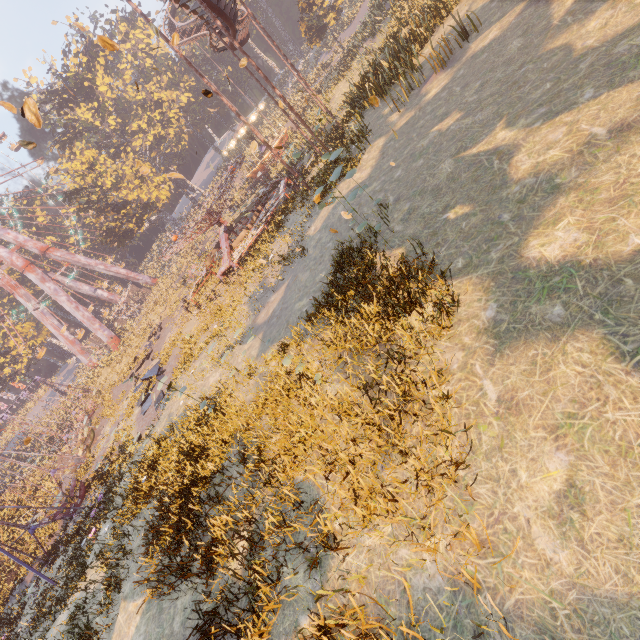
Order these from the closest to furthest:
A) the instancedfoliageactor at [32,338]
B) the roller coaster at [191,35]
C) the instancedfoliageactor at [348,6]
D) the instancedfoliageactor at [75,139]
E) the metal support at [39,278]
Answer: the instancedfoliageactor at [348,6], the roller coaster at [191,35], the metal support at [39,278], the instancedfoliageactor at [32,338], the instancedfoliageactor at [75,139]

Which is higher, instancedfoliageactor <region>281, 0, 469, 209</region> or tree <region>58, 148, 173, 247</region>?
tree <region>58, 148, 173, 247</region>

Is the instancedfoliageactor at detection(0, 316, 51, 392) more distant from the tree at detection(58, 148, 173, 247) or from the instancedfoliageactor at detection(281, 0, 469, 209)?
the instancedfoliageactor at detection(281, 0, 469, 209)

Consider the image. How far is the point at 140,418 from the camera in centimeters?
1977cm

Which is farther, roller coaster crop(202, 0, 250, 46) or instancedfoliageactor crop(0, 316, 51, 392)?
instancedfoliageactor crop(0, 316, 51, 392)

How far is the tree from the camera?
43.7m

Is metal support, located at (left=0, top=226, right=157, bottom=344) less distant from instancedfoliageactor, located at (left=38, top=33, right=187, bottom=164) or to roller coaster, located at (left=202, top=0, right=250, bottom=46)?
instancedfoliageactor, located at (left=38, top=33, right=187, bottom=164)

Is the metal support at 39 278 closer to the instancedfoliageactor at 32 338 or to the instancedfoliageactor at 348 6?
the instancedfoliageactor at 32 338
